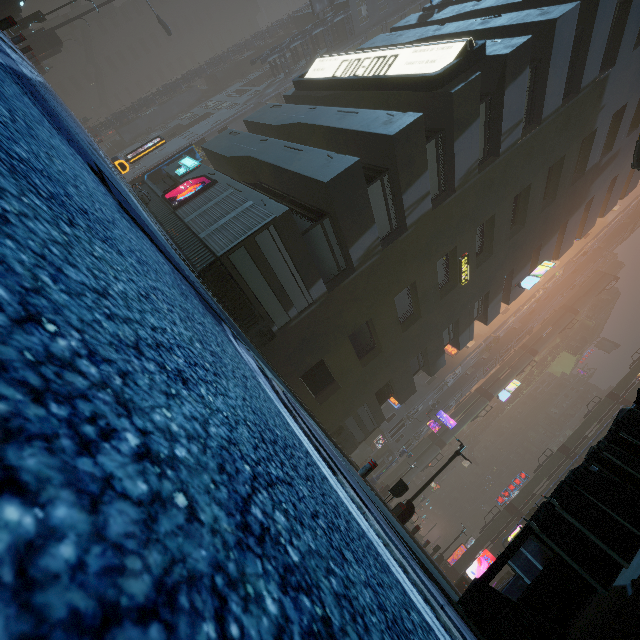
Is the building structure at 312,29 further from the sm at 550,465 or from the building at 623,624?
the sm at 550,465

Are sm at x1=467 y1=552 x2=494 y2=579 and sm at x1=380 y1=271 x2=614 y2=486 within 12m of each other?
yes

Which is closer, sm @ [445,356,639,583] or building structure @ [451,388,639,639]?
building structure @ [451,388,639,639]

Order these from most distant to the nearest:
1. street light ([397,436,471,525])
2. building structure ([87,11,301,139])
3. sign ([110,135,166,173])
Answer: building structure ([87,11,301,139]), sign ([110,135,166,173]), street light ([397,436,471,525])

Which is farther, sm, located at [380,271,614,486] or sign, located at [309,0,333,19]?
sm, located at [380,271,614,486]

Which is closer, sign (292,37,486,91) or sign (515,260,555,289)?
sign (292,37,486,91)

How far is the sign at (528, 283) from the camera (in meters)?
22.72

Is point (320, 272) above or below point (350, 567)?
above
